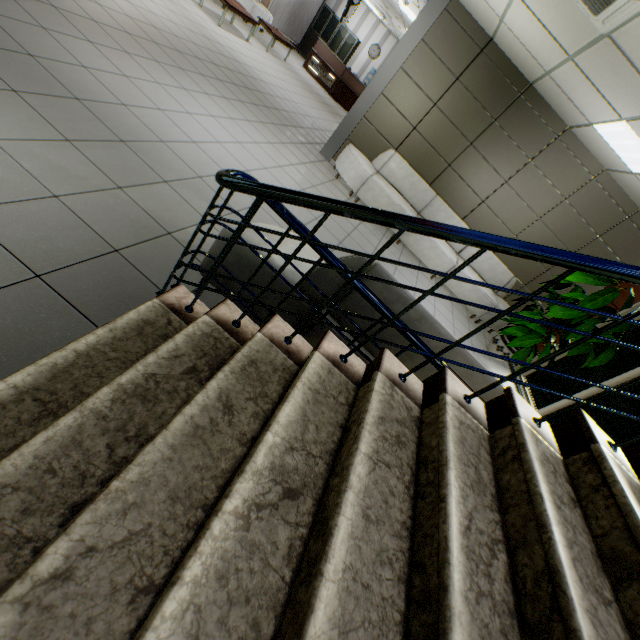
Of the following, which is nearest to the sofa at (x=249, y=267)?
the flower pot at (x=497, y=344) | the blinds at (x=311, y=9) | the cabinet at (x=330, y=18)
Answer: the flower pot at (x=497, y=344)

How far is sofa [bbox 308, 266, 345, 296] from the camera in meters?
2.0 m

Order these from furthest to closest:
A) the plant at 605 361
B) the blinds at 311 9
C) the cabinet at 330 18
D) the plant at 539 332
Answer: the cabinet at 330 18 → the blinds at 311 9 → the plant at 539 332 → the plant at 605 361

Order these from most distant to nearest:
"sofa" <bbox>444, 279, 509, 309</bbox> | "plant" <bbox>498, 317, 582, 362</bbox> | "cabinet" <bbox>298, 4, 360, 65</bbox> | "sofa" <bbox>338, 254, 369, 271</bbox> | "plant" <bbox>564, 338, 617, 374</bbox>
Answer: "cabinet" <bbox>298, 4, 360, 65</bbox> < "sofa" <bbox>444, 279, 509, 309</bbox> < "plant" <bbox>498, 317, 582, 362</bbox> < "plant" <bbox>564, 338, 617, 374</bbox> < "sofa" <bbox>338, 254, 369, 271</bbox>

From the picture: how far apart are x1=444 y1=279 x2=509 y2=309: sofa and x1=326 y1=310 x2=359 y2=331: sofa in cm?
398

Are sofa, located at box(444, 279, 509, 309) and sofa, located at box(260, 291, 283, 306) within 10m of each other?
yes

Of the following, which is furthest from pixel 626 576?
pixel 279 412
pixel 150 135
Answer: pixel 150 135
